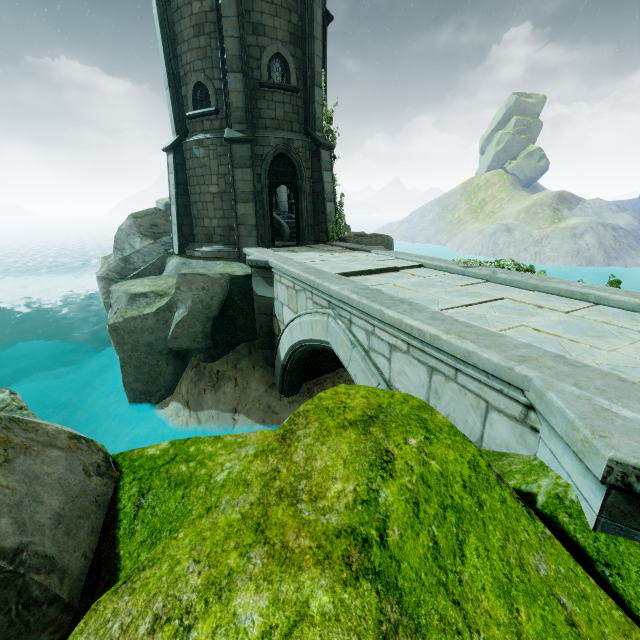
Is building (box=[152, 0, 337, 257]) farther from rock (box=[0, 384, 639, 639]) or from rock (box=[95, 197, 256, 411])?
rock (box=[0, 384, 639, 639])

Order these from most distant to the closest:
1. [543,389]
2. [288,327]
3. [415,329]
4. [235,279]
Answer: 1. [235,279]
2. [288,327]
3. [415,329]
4. [543,389]

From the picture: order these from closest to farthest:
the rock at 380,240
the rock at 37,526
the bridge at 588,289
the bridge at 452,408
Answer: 1. the rock at 37,526
2. the bridge at 452,408
3. the bridge at 588,289
4. the rock at 380,240

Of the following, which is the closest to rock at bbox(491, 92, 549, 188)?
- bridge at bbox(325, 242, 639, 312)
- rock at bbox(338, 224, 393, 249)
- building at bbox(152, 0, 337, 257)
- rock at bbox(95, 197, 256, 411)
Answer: rock at bbox(338, 224, 393, 249)

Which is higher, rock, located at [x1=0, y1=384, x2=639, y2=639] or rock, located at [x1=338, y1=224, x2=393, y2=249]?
rock, located at [x1=338, y1=224, x2=393, y2=249]

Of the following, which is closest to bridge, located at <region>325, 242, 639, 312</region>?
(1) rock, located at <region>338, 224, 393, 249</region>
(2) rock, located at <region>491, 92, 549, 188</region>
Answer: (1) rock, located at <region>338, 224, 393, 249</region>

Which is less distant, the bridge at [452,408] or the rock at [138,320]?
the bridge at [452,408]

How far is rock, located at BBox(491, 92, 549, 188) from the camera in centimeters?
5650cm
